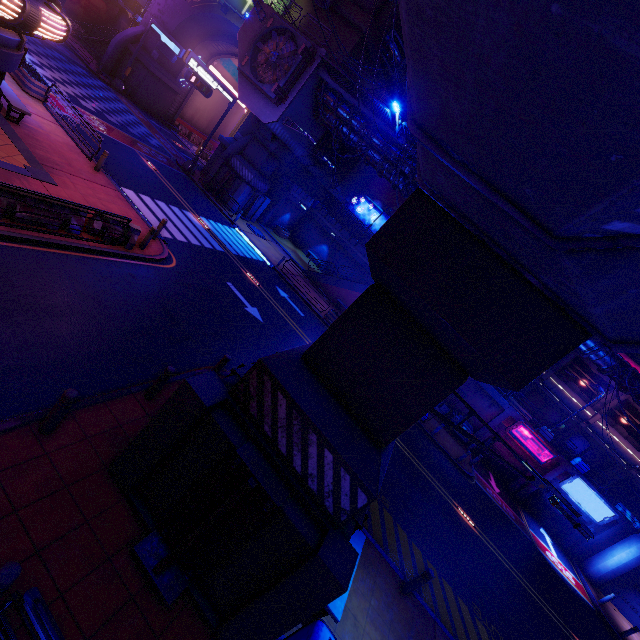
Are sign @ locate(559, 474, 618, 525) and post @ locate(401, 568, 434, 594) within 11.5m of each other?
no

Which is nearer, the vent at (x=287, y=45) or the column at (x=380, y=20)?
the vent at (x=287, y=45)

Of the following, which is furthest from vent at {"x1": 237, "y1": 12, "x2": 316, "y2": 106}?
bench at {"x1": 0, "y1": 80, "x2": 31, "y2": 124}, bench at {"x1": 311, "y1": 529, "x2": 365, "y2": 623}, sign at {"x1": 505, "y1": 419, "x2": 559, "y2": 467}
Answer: sign at {"x1": 505, "y1": 419, "x2": 559, "y2": 467}

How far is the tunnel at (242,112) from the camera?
46.5m

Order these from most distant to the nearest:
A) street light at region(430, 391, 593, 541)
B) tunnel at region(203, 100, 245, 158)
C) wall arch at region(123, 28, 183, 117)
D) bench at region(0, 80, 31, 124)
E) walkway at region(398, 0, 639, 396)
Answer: tunnel at region(203, 100, 245, 158)
wall arch at region(123, 28, 183, 117)
bench at region(0, 80, 31, 124)
street light at region(430, 391, 593, 541)
walkway at region(398, 0, 639, 396)

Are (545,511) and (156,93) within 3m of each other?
no

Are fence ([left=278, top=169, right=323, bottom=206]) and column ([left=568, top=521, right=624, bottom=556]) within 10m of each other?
Answer: no

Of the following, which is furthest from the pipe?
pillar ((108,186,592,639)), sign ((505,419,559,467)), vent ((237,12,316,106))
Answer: sign ((505,419,559,467))
